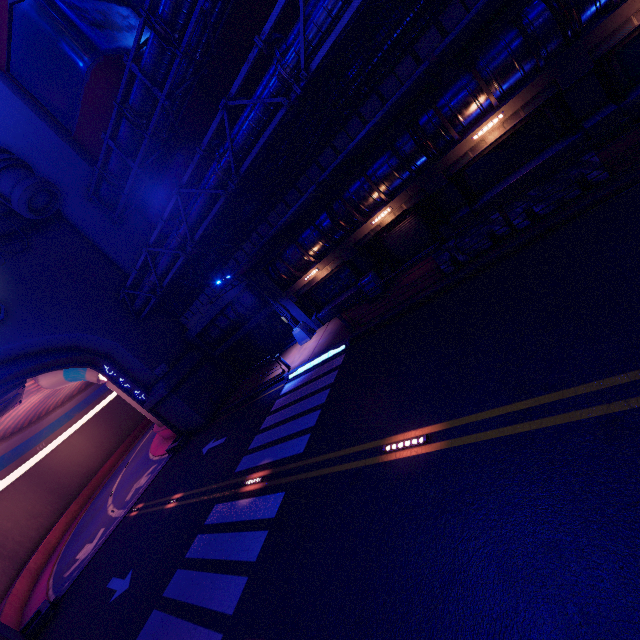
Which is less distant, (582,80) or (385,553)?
(385,553)

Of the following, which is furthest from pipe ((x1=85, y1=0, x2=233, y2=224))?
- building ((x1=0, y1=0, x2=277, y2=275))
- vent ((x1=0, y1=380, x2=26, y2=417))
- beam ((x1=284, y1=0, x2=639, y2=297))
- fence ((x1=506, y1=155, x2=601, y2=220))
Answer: fence ((x1=506, y1=155, x2=601, y2=220))

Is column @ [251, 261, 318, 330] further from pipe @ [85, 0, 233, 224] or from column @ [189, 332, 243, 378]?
pipe @ [85, 0, 233, 224]

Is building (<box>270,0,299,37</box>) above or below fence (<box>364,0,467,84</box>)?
above

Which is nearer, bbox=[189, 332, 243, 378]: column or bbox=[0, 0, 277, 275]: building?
bbox=[0, 0, 277, 275]: building

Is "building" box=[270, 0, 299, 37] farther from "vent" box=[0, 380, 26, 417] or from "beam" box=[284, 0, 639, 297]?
"vent" box=[0, 380, 26, 417]

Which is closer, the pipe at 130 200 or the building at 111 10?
the pipe at 130 200

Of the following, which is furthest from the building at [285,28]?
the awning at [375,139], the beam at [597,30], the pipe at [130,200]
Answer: the awning at [375,139]
